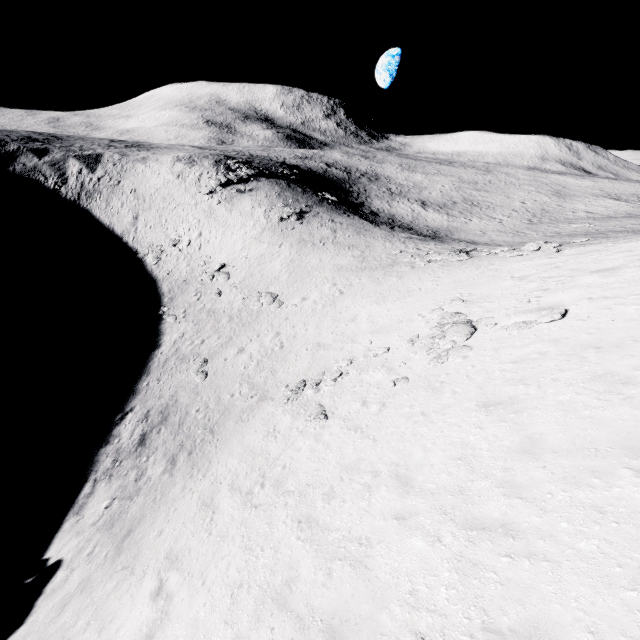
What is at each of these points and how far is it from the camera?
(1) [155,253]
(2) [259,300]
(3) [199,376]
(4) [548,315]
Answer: (1) stone, 42.9 meters
(2) stone, 33.6 meters
(3) stone, 24.2 meters
(4) stone, 12.3 meters

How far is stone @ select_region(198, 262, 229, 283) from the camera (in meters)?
38.56

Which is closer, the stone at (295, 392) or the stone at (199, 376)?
the stone at (295, 392)

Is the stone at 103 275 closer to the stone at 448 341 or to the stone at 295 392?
the stone at 295 392

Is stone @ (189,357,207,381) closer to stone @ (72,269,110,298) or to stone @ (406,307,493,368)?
stone @ (406,307,493,368)

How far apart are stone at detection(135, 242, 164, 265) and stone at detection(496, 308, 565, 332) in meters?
41.2

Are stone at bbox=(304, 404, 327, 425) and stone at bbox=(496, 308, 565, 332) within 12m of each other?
yes

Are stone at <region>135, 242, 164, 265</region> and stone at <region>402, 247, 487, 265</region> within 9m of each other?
no
